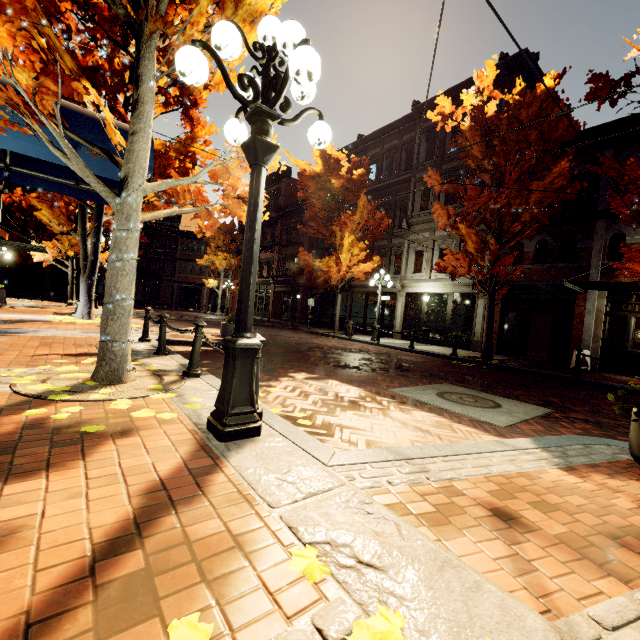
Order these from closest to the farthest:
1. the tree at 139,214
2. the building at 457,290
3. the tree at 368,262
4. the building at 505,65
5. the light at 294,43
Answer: the light at 294,43
the tree at 139,214
the building at 505,65
the building at 457,290
the tree at 368,262

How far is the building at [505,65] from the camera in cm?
1512

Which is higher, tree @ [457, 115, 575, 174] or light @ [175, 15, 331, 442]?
tree @ [457, 115, 575, 174]

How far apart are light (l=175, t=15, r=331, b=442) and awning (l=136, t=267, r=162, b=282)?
37.4 meters

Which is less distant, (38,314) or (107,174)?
(107,174)

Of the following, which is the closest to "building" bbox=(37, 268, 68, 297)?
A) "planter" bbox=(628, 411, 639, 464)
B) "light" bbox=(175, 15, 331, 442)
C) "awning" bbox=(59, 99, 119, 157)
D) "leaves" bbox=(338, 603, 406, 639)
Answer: "awning" bbox=(59, 99, 119, 157)

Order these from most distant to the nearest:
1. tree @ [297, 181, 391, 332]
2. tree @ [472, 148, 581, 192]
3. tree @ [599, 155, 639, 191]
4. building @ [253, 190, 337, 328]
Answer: building @ [253, 190, 337, 328], tree @ [297, 181, 391, 332], tree @ [472, 148, 581, 192], tree @ [599, 155, 639, 191]
